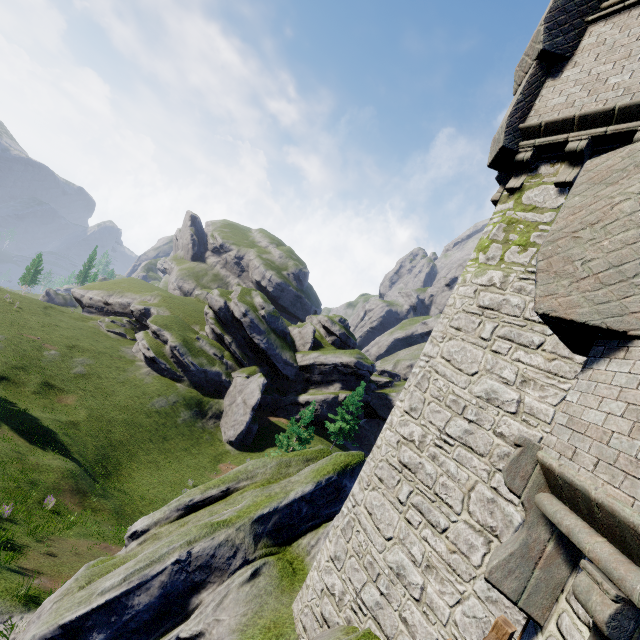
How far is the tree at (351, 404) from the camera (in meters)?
39.36

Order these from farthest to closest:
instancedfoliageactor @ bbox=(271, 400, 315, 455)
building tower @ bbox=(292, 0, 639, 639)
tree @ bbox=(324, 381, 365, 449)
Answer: tree @ bbox=(324, 381, 365, 449) < instancedfoliageactor @ bbox=(271, 400, 315, 455) < building tower @ bbox=(292, 0, 639, 639)

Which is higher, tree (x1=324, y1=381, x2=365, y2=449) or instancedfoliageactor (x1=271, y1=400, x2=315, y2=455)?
A: tree (x1=324, y1=381, x2=365, y2=449)

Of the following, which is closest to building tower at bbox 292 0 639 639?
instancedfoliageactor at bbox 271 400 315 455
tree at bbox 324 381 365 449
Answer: instancedfoliageactor at bbox 271 400 315 455

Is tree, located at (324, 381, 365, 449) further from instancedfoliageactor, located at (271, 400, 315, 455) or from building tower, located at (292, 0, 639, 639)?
building tower, located at (292, 0, 639, 639)

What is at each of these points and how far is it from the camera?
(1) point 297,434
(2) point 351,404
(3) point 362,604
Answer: (1) instancedfoliageactor, 28.66m
(2) tree, 41.16m
(3) building tower, 6.19m

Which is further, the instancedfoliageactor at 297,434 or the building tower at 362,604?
the instancedfoliageactor at 297,434

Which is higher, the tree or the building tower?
the building tower
